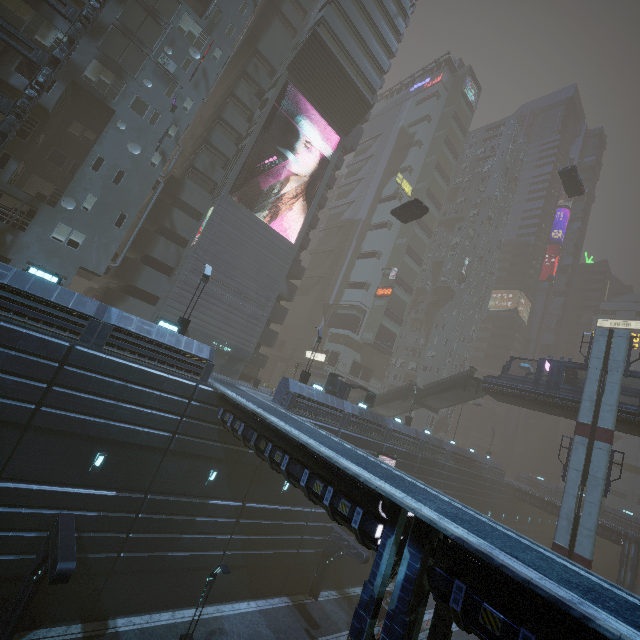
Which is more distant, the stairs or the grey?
the stairs

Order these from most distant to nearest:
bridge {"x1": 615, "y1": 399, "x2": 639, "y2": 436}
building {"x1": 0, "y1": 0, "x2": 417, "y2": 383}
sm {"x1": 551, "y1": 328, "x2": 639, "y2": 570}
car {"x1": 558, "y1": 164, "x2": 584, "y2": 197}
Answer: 1. car {"x1": 558, "y1": 164, "x2": 584, "y2": 197}
2. bridge {"x1": 615, "y1": 399, "x2": 639, "y2": 436}
3. sm {"x1": 551, "y1": 328, "x2": 639, "y2": 570}
4. building {"x1": 0, "y1": 0, "x2": 417, "y2": 383}

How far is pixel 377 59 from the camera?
35.81m

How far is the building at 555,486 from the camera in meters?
55.3 m

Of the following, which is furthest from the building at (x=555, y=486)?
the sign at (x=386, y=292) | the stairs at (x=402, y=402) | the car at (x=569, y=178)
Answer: the car at (x=569, y=178)

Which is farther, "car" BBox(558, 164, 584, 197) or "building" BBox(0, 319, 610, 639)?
"car" BBox(558, 164, 584, 197)

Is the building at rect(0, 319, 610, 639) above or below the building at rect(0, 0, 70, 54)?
below

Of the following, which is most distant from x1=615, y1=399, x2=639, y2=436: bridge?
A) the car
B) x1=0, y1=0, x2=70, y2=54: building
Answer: the car
